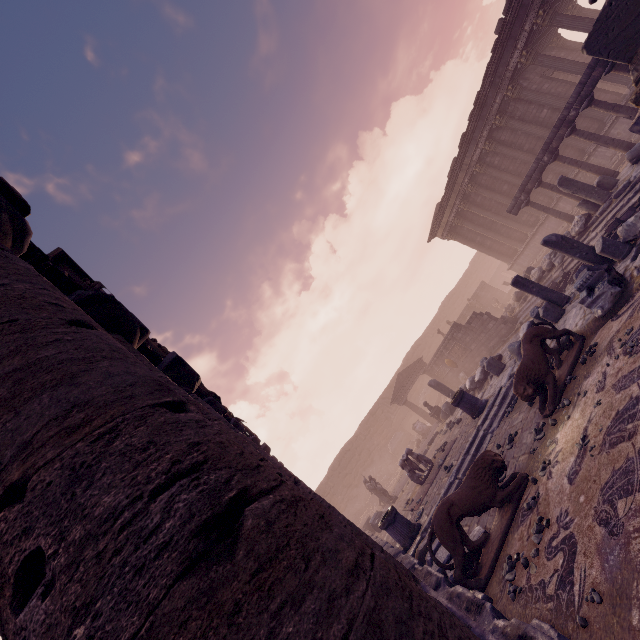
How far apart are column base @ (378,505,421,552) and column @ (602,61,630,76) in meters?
15.4 m

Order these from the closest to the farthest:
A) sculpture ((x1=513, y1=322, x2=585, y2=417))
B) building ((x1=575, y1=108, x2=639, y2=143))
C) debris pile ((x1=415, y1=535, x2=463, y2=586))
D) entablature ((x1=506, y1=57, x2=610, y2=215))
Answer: debris pile ((x1=415, y1=535, x2=463, y2=586)) < sculpture ((x1=513, y1=322, x2=585, y2=417)) < entablature ((x1=506, y1=57, x2=610, y2=215)) < building ((x1=575, y1=108, x2=639, y2=143))

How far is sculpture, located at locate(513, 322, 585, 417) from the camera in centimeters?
624cm

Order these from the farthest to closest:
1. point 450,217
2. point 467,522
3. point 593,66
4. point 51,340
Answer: point 450,217 < point 593,66 < point 467,522 < point 51,340

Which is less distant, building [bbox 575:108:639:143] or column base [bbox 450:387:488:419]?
column base [bbox 450:387:488:419]

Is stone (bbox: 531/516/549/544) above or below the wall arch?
below

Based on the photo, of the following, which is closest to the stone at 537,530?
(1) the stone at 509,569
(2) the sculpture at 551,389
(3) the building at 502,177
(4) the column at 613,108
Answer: (1) the stone at 509,569

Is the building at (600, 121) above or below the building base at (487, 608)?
above
